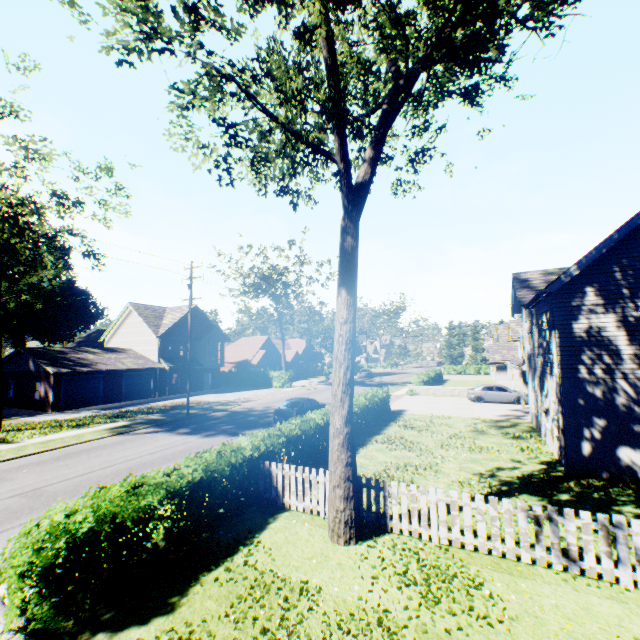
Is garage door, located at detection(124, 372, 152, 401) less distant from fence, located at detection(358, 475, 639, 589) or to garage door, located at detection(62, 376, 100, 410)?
garage door, located at detection(62, 376, 100, 410)

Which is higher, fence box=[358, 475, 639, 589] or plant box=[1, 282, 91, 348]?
plant box=[1, 282, 91, 348]

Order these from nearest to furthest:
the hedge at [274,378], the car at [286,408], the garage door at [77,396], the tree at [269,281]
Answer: the car at [286,408], the garage door at [77,396], the tree at [269,281], the hedge at [274,378]

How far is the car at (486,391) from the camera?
26.89m

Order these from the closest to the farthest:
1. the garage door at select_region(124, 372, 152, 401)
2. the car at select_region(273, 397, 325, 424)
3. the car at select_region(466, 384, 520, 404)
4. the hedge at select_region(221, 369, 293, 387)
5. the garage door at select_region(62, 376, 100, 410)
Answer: the car at select_region(273, 397, 325, 424), the car at select_region(466, 384, 520, 404), the garage door at select_region(62, 376, 100, 410), the garage door at select_region(124, 372, 152, 401), the hedge at select_region(221, 369, 293, 387)

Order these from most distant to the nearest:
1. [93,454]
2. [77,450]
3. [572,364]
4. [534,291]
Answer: [534,291] < [77,450] < [93,454] < [572,364]

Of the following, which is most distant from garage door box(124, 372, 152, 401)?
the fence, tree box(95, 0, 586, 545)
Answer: the fence

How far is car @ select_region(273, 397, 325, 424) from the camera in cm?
1980
